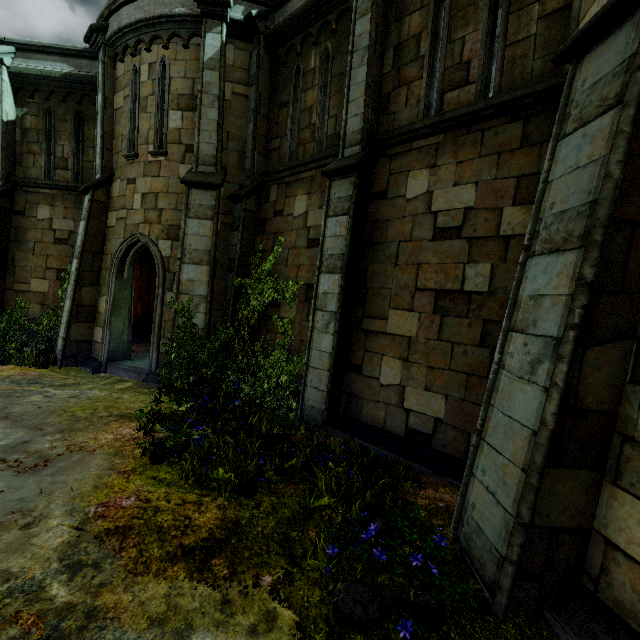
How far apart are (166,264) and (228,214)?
2.18m

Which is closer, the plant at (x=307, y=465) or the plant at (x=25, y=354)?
the plant at (x=307, y=465)

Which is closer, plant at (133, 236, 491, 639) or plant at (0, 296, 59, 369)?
plant at (133, 236, 491, 639)
